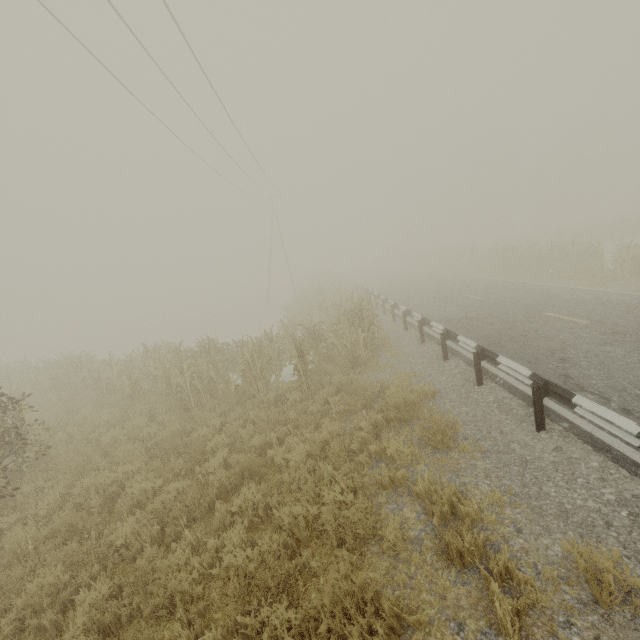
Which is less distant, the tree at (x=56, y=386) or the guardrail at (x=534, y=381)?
the guardrail at (x=534, y=381)

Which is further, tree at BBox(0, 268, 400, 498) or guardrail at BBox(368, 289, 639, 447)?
tree at BBox(0, 268, 400, 498)

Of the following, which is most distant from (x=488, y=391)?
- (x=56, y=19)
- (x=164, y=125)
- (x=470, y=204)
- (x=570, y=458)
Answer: (x=470, y=204)
